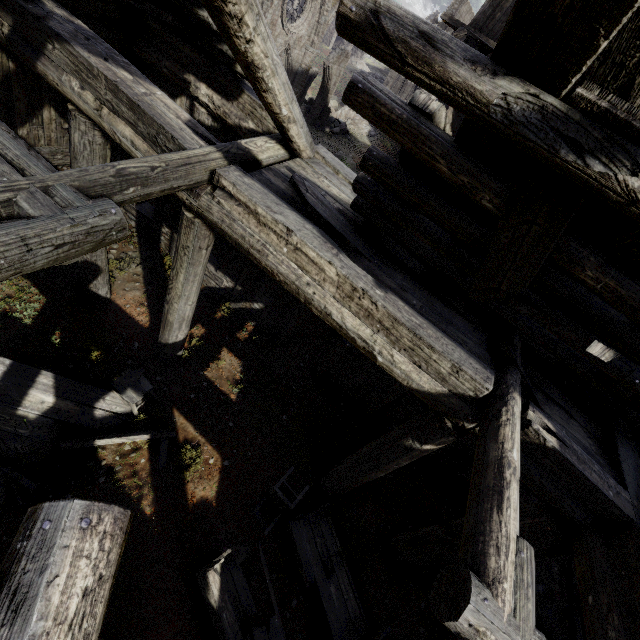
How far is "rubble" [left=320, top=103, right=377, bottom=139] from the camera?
22.06m

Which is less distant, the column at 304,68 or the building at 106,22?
the building at 106,22

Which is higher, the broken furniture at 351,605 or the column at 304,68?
the column at 304,68

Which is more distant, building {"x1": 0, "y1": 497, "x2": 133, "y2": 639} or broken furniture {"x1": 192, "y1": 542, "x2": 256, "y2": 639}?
broken furniture {"x1": 192, "y1": 542, "x2": 256, "y2": 639}

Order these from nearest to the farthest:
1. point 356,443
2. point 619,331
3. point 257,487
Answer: point 619,331 → point 257,487 → point 356,443

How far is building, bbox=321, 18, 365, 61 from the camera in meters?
40.7

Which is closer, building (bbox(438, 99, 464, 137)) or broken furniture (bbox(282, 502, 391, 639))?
broken furniture (bbox(282, 502, 391, 639))

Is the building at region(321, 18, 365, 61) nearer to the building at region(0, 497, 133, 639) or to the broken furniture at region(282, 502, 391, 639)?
the building at region(0, 497, 133, 639)
